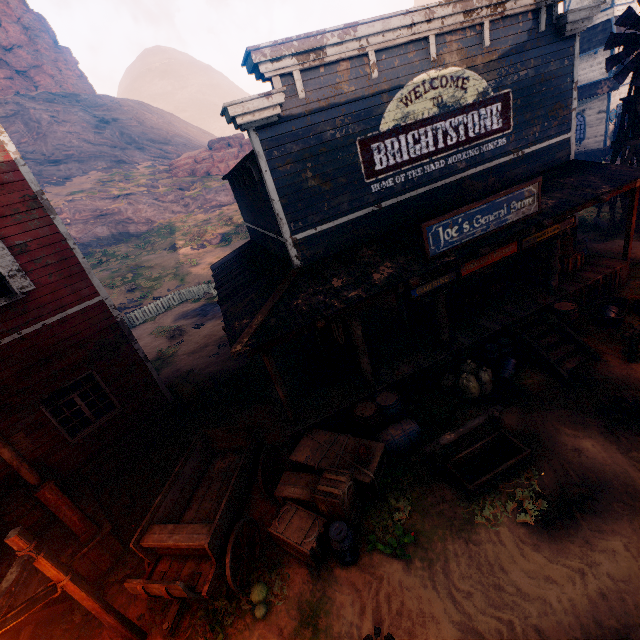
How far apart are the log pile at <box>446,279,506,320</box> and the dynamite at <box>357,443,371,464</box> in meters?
5.7

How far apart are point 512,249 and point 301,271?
5.57m

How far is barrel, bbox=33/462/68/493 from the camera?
7.9 meters

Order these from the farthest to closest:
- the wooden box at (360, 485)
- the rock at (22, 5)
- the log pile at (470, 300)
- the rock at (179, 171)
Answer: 1. the rock at (22, 5)
2. the rock at (179, 171)
3. the log pile at (470, 300)
4. the wooden box at (360, 485)

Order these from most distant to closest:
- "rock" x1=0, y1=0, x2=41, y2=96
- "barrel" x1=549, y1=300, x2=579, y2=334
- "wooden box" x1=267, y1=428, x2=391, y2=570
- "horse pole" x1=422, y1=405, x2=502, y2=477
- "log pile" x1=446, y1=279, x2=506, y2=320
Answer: "rock" x1=0, y1=0, x2=41, y2=96
"log pile" x1=446, y1=279, x2=506, y2=320
"barrel" x1=549, y1=300, x2=579, y2=334
"horse pole" x1=422, y1=405, x2=502, y2=477
"wooden box" x1=267, y1=428, x2=391, y2=570

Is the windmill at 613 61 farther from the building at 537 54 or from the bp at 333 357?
the bp at 333 357

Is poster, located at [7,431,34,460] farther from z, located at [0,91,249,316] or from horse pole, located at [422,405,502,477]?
horse pole, located at [422,405,502,477]

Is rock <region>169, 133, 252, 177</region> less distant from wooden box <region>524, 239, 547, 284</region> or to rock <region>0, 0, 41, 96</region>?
rock <region>0, 0, 41, 96</region>
